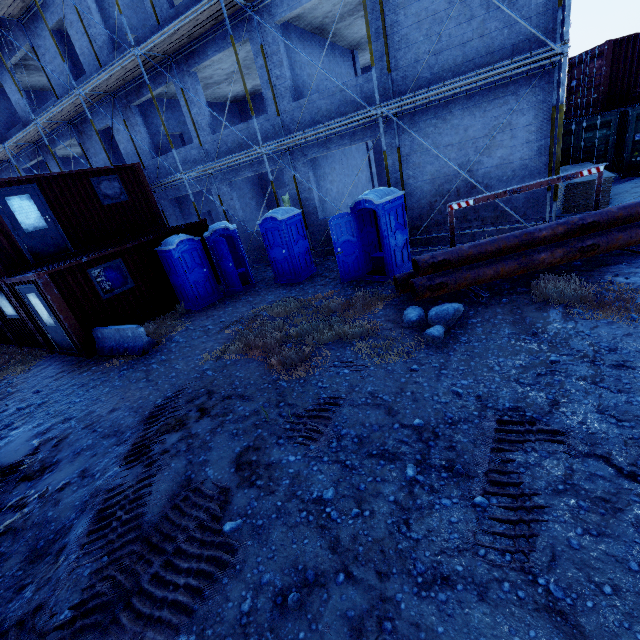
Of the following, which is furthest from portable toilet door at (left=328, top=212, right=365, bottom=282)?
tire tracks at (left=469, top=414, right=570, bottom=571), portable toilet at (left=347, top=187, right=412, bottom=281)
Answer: tire tracks at (left=469, top=414, right=570, bottom=571)

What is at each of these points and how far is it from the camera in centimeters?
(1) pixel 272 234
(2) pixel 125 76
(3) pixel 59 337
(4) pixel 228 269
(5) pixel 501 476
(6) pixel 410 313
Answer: (1) portable toilet door, 1069cm
(2) scaffolding, 1275cm
(3) cargo container, 960cm
(4) portable toilet door, 1109cm
(5) tire tracks, 340cm
(6) compgrassrocksplants, 670cm

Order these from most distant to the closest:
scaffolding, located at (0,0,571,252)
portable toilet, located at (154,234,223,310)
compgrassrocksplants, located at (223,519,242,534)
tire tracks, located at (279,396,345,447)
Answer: portable toilet, located at (154,234,223,310)
scaffolding, located at (0,0,571,252)
tire tracks, located at (279,396,345,447)
compgrassrocksplants, located at (223,519,242,534)

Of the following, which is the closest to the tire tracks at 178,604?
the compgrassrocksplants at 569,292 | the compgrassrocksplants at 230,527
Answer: the compgrassrocksplants at 230,527

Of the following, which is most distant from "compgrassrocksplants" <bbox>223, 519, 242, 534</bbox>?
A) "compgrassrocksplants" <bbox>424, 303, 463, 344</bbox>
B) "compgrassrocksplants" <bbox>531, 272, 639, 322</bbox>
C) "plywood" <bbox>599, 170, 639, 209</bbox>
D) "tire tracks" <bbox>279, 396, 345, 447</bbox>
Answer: "plywood" <bbox>599, 170, 639, 209</bbox>

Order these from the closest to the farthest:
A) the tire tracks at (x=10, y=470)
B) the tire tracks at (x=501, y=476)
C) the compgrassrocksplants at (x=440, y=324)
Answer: the tire tracks at (x=501, y=476), the tire tracks at (x=10, y=470), the compgrassrocksplants at (x=440, y=324)

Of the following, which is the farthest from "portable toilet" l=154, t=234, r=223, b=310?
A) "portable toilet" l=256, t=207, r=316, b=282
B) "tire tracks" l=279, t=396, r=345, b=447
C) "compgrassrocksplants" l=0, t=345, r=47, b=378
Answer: "tire tracks" l=279, t=396, r=345, b=447

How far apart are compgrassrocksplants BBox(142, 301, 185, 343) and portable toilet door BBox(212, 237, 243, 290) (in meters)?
1.89
